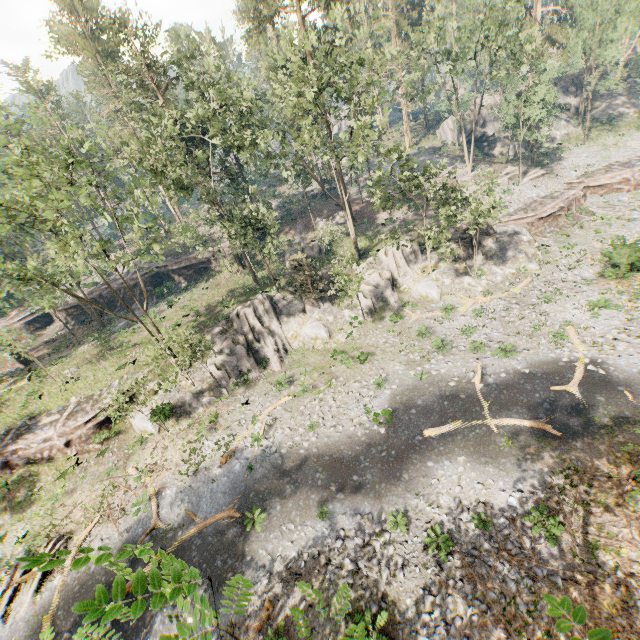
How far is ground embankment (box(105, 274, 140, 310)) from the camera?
42.9m

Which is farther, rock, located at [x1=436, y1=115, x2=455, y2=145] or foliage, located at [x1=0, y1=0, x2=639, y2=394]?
rock, located at [x1=436, y1=115, x2=455, y2=145]

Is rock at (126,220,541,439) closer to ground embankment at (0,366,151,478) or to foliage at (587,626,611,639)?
ground embankment at (0,366,151,478)

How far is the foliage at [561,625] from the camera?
1.75m

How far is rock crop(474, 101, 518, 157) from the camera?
50.7 meters

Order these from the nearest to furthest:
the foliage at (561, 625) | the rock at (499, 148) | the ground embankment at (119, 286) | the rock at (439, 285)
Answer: the foliage at (561, 625), the rock at (439, 285), the ground embankment at (119, 286), the rock at (499, 148)

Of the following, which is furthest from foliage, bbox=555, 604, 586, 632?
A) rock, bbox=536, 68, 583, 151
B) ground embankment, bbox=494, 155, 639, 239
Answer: ground embankment, bbox=494, 155, 639, 239

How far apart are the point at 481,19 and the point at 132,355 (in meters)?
46.13
